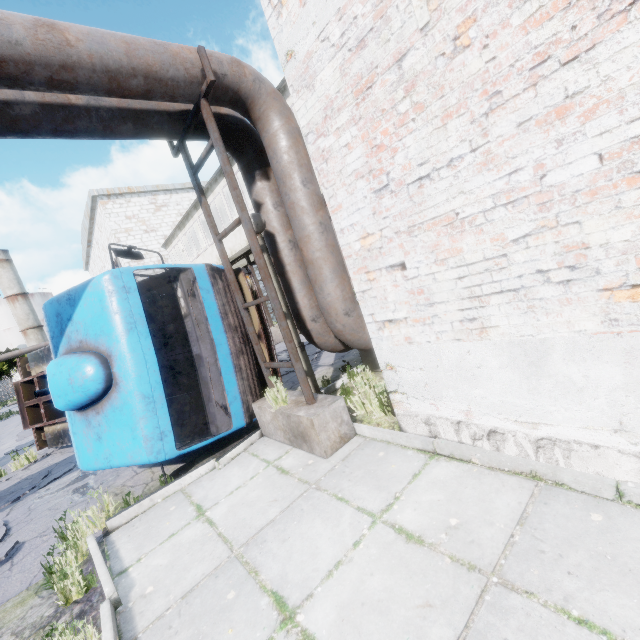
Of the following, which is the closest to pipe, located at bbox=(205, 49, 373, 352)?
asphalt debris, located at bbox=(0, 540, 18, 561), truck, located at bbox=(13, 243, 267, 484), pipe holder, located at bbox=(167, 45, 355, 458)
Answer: pipe holder, located at bbox=(167, 45, 355, 458)

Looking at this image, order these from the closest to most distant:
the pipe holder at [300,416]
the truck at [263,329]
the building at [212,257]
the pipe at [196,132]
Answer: the pipe holder at [300,416]
the pipe at [196,132]
the truck at [263,329]
the building at [212,257]

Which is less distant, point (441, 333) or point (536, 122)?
point (536, 122)

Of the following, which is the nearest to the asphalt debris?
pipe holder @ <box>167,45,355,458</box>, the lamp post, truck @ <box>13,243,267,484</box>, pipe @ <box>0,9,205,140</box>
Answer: truck @ <box>13,243,267,484</box>

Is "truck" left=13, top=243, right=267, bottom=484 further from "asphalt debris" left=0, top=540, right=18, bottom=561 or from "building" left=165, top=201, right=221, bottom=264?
"building" left=165, top=201, right=221, bottom=264

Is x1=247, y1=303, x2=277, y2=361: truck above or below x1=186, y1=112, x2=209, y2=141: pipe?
below

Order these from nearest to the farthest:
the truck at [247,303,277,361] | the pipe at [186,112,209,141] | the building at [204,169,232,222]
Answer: the pipe at [186,112,209,141] < the truck at [247,303,277,361] < the building at [204,169,232,222]

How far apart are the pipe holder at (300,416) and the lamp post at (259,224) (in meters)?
0.20
